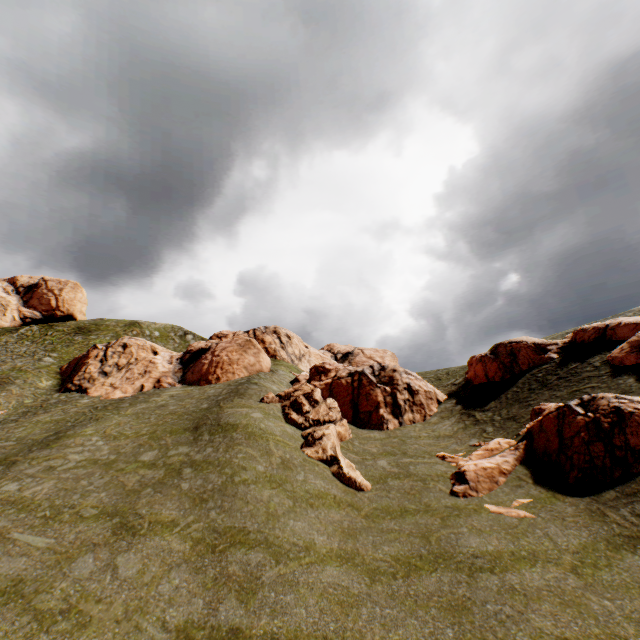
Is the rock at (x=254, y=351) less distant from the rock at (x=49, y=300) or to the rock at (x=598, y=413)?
the rock at (x=598, y=413)

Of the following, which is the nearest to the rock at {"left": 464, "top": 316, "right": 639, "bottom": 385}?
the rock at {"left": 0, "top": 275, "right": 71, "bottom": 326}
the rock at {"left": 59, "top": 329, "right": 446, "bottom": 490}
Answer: the rock at {"left": 59, "top": 329, "right": 446, "bottom": 490}

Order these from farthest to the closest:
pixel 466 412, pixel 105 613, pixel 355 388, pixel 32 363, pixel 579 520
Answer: pixel 32 363 → pixel 355 388 → pixel 466 412 → pixel 579 520 → pixel 105 613

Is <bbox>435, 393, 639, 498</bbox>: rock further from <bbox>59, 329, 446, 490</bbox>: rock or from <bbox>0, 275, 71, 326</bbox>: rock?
<bbox>0, 275, 71, 326</bbox>: rock

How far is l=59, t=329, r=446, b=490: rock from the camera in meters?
21.3 m

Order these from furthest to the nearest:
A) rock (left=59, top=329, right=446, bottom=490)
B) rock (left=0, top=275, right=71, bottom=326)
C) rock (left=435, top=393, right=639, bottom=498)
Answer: rock (left=0, top=275, right=71, bottom=326), rock (left=59, top=329, right=446, bottom=490), rock (left=435, top=393, right=639, bottom=498)

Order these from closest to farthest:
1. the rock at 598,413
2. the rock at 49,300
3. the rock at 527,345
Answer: the rock at 598,413 → the rock at 527,345 → the rock at 49,300
